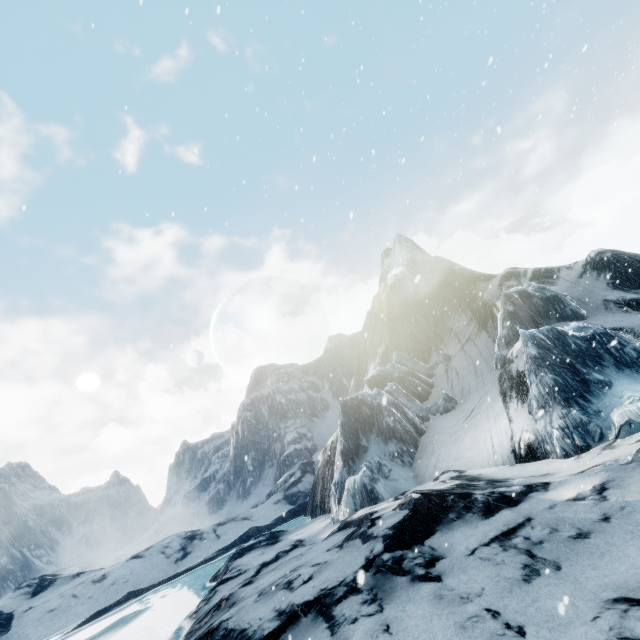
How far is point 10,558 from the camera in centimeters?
5781cm
